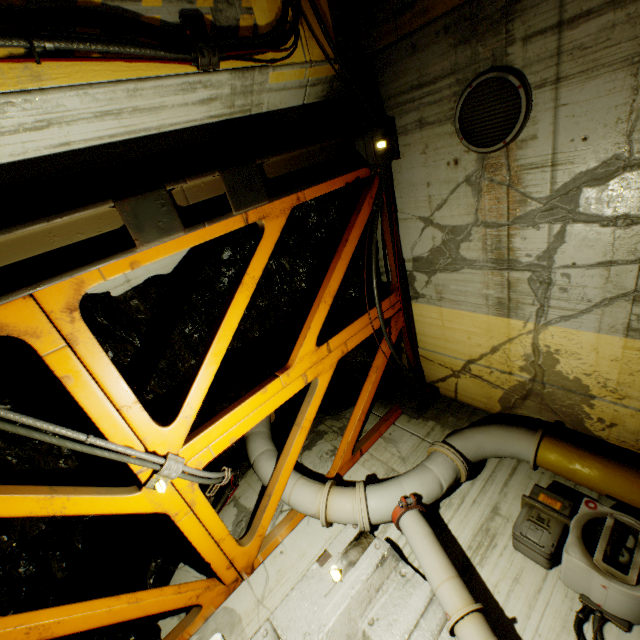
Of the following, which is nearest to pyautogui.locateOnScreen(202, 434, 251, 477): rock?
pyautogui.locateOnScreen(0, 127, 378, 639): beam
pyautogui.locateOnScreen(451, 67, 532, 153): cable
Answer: pyautogui.locateOnScreen(0, 127, 378, 639): beam

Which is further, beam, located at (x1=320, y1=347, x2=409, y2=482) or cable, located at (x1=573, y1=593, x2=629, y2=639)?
beam, located at (x1=320, y1=347, x2=409, y2=482)

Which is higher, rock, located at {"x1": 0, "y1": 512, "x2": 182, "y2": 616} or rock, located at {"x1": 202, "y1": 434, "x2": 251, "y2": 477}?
rock, located at {"x1": 202, "y1": 434, "x2": 251, "y2": 477}

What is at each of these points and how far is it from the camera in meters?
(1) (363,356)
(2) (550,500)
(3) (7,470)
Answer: (1) rock, 6.1 m
(2) cable box, 4.1 m
(3) rock, 3.7 m

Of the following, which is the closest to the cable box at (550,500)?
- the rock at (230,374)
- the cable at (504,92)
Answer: the rock at (230,374)

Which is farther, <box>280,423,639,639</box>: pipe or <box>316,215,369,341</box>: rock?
<box>316,215,369,341</box>: rock

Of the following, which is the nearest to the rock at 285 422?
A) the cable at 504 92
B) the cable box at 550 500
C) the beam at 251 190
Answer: the beam at 251 190

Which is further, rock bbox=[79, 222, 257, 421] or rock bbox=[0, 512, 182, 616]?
rock bbox=[79, 222, 257, 421]
